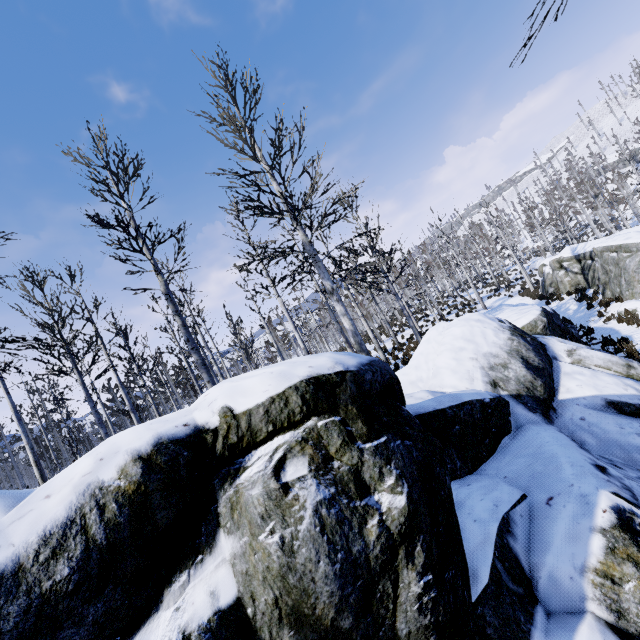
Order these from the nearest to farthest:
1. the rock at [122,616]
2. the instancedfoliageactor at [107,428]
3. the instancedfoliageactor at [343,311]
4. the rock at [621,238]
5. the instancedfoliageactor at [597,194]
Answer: the rock at [122,616]
the instancedfoliageactor at [107,428]
the instancedfoliageactor at [343,311]
the rock at [621,238]
the instancedfoliageactor at [597,194]

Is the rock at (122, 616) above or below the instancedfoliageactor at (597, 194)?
below

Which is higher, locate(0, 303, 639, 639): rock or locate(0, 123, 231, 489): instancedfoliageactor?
locate(0, 123, 231, 489): instancedfoliageactor

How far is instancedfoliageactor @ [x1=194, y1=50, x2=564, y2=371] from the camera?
9.0m

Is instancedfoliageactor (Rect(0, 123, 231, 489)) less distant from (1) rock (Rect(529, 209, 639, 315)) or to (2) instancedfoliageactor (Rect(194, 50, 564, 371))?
(1) rock (Rect(529, 209, 639, 315))

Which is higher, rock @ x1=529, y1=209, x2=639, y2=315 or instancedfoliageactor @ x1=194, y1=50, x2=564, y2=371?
instancedfoliageactor @ x1=194, y1=50, x2=564, y2=371

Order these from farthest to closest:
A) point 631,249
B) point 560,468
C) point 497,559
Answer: point 631,249 < point 560,468 < point 497,559
